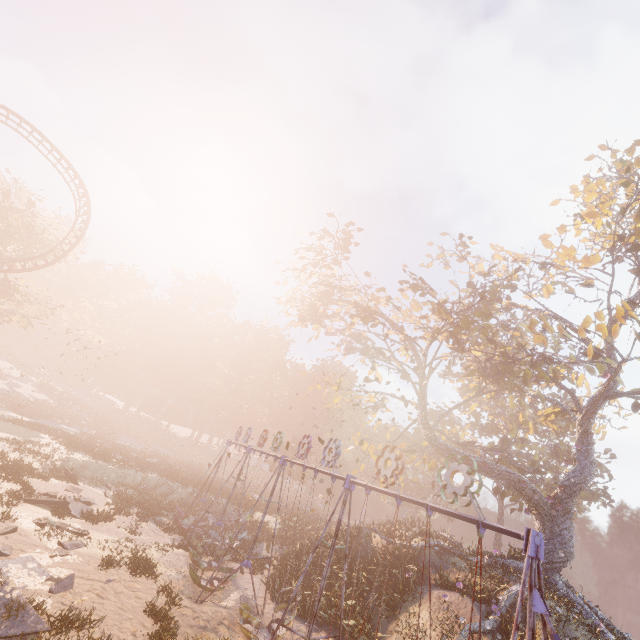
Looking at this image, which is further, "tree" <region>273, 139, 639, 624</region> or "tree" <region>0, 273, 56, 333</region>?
"tree" <region>0, 273, 56, 333</region>

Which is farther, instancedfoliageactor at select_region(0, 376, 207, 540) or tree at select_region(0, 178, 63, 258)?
tree at select_region(0, 178, 63, 258)

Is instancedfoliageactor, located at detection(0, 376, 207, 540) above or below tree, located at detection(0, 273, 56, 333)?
below

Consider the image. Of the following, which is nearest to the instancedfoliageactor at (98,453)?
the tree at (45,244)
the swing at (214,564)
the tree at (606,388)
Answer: the swing at (214,564)

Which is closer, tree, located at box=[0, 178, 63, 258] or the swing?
the swing

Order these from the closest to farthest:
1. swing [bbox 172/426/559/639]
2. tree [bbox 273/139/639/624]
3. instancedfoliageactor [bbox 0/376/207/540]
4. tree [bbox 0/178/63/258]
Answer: swing [bbox 172/426/559/639]
tree [bbox 273/139/639/624]
instancedfoliageactor [bbox 0/376/207/540]
tree [bbox 0/178/63/258]

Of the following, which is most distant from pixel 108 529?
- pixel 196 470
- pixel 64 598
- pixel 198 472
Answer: pixel 196 470

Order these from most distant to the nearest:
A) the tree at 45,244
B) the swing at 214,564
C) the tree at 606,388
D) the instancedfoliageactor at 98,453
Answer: the tree at 45,244 → the instancedfoliageactor at 98,453 → the tree at 606,388 → the swing at 214,564
